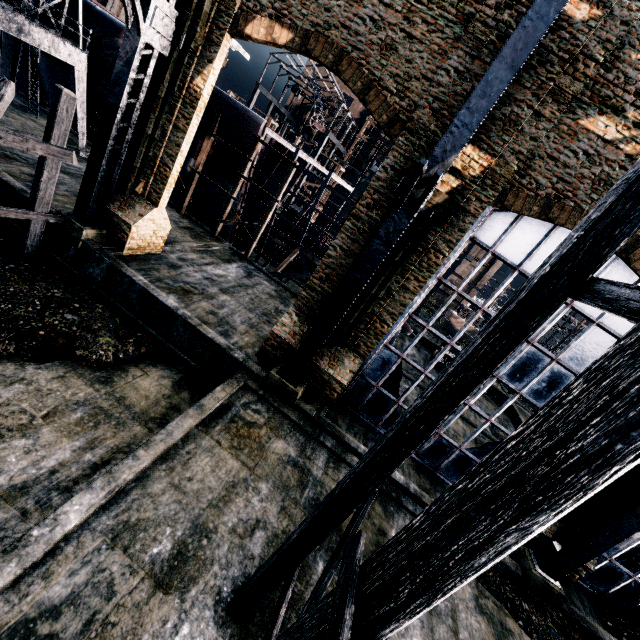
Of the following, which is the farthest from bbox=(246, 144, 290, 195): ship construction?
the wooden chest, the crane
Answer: the wooden chest

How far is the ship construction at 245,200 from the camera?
23.8m

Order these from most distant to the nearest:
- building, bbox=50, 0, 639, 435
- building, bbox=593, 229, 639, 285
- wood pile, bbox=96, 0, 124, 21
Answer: wood pile, bbox=96, 0, 124, 21 → building, bbox=593, 229, 639, 285 → building, bbox=50, 0, 639, 435

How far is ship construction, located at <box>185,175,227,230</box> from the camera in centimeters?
2434cm

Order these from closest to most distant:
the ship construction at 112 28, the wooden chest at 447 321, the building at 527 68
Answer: the building at 527 68, the ship construction at 112 28, the wooden chest at 447 321

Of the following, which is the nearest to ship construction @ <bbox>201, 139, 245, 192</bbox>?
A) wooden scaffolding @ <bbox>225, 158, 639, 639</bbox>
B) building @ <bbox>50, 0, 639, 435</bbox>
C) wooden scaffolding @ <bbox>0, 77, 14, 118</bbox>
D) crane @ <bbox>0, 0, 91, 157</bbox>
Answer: crane @ <bbox>0, 0, 91, 157</bbox>

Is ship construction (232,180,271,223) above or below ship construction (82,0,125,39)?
below

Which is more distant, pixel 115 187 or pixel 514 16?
pixel 115 187
